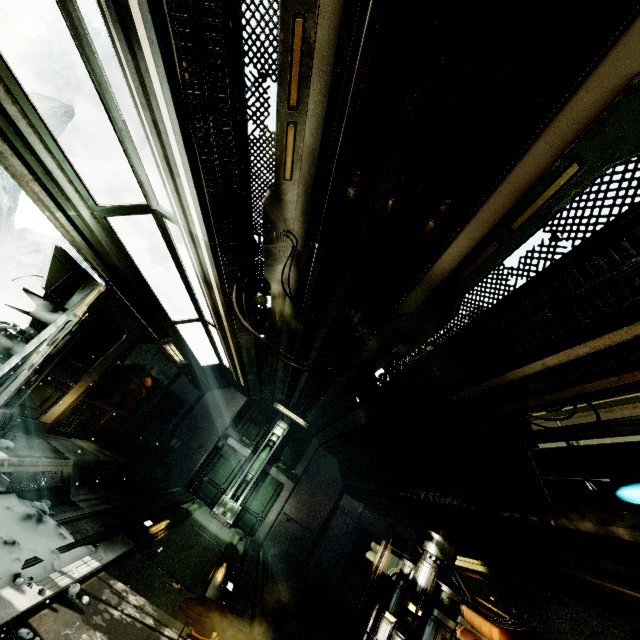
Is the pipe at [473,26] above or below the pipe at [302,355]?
above

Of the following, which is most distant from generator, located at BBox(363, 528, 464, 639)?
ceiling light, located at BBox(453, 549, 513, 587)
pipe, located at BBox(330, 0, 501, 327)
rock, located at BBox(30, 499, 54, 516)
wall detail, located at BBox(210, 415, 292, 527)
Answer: wall detail, located at BBox(210, 415, 292, 527)

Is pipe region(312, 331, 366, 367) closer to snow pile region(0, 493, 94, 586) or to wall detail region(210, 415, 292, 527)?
wall detail region(210, 415, 292, 527)

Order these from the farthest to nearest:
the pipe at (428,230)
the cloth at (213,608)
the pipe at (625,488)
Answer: the cloth at (213,608) < the pipe at (625,488) < the pipe at (428,230)

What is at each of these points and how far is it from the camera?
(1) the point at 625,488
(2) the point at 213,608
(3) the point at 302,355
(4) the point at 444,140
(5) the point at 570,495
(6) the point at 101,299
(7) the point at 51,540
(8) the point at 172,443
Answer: (1) pipe, 3.2 meters
(2) cloth, 5.3 meters
(3) pipe, 7.2 meters
(4) pipe, 2.5 meters
(5) pipe, 3.8 meters
(6) wall detail, 5.5 meters
(7) snow pile, 4.3 meters
(8) crate, 11.6 meters

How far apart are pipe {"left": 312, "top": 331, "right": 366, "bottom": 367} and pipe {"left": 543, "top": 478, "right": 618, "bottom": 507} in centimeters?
296cm

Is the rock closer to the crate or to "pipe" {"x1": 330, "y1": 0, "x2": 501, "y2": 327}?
"pipe" {"x1": 330, "y1": 0, "x2": 501, "y2": 327}

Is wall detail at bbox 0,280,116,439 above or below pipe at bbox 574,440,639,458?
below
